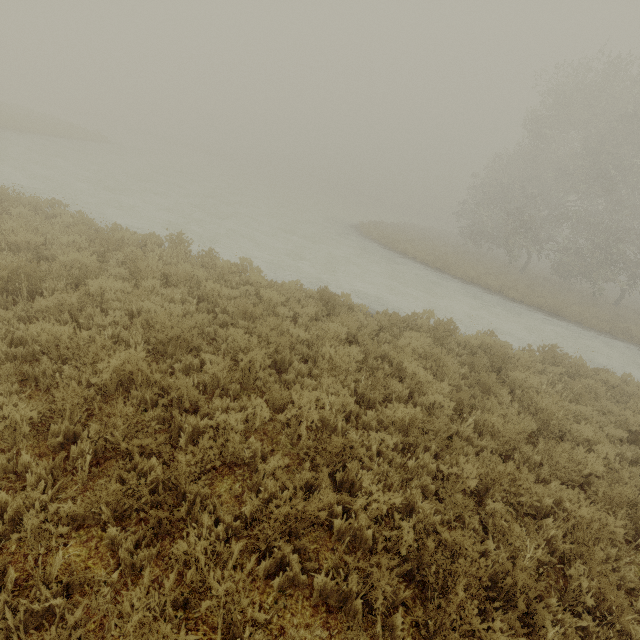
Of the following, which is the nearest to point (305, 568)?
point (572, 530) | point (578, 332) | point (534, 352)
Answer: point (572, 530)
